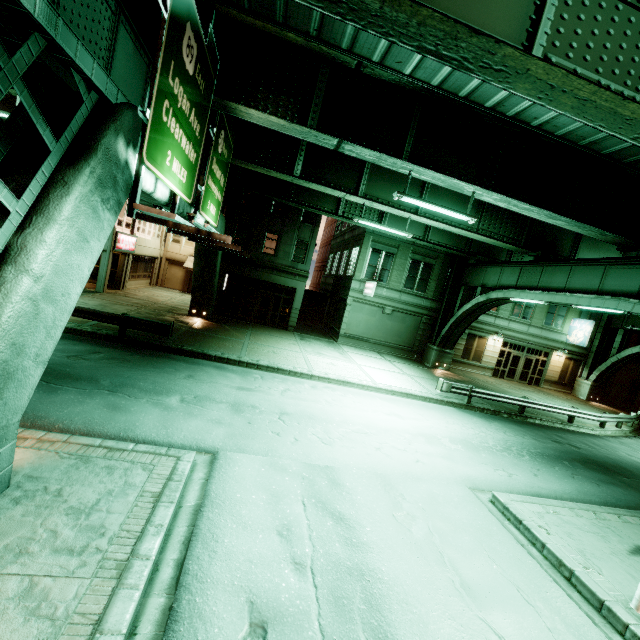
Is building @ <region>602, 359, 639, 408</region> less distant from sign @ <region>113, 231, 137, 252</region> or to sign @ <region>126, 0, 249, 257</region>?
sign @ <region>126, 0, 249, 257</region>

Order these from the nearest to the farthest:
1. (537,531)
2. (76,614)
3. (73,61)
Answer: (76,614) → (73,61) → (537,531)

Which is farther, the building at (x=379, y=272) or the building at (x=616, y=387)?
the building at (x=616, y=387)

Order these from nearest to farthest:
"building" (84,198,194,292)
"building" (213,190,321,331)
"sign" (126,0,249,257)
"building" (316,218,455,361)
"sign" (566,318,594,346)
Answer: "sign" (126,0,249,257)
"building" (84,198,194,292)
"building" (213,190,321,331)
"building" (316,218,455,361)
"sign" (566,318,594,346)

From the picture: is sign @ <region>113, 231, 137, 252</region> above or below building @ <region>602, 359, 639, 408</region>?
above

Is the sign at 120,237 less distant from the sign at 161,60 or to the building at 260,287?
the building at 260,287

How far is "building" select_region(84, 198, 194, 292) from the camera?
22.67m

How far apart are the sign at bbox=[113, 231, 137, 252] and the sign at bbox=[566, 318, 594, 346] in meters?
38.3
